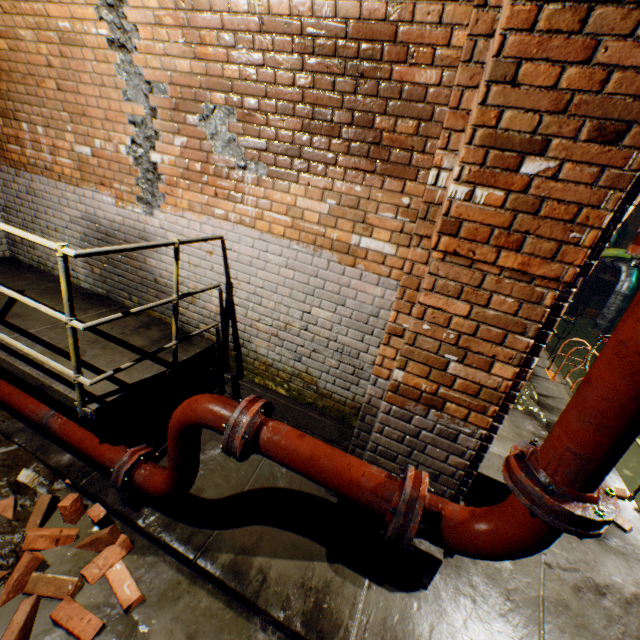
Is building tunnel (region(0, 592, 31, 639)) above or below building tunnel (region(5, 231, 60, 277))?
below

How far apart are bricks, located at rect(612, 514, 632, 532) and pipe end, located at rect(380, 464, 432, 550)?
2.9 meters

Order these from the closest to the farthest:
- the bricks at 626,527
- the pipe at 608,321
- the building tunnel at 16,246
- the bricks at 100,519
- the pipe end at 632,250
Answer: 1. the pipe end at 632,250
2. the bricks at 100,519
3. the bricks at 626,527
4. the building tunnel at 16,246
5. the pipe at 608,321

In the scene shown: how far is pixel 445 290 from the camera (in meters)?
1.87

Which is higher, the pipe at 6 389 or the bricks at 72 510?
the pipe at 6 389

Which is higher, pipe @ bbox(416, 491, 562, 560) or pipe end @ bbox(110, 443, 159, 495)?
pipe @ bbox(416, 491, 562, 560)

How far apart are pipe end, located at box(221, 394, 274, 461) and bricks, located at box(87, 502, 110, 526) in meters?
1.3

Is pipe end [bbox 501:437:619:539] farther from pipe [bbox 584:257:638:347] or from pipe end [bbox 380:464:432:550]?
pipe [bbox 584:257:638:347]
